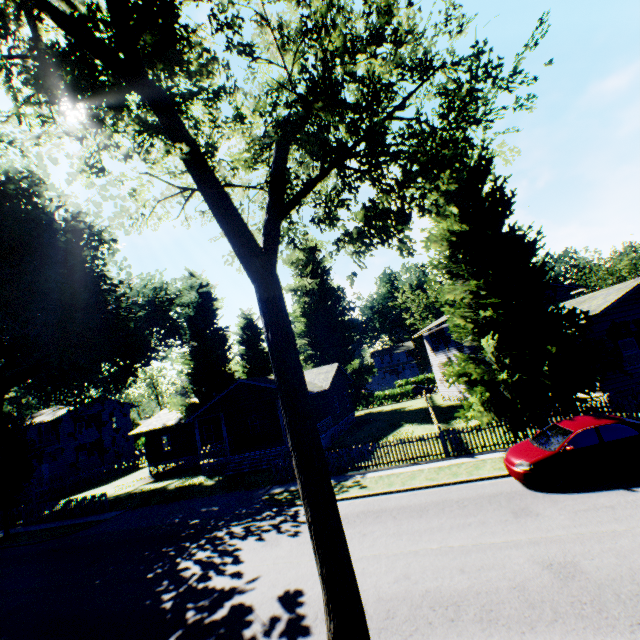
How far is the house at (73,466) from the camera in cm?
2516

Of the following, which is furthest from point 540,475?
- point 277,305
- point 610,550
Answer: point 277,305

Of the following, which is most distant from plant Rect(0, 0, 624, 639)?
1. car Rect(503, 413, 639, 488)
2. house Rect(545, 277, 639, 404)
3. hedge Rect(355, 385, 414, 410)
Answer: hedge Rect(355, 385, 414, 410)

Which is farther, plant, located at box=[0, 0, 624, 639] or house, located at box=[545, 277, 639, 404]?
house, located at box=[545, 277, 639, 404]

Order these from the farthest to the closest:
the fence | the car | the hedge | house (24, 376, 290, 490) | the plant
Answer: the hedge, house (24, 376, 290, 490), the fence, the car, the plant

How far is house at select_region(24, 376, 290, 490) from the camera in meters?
25.2 m

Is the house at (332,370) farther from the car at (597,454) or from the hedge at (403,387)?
the hedge at (403,387)
